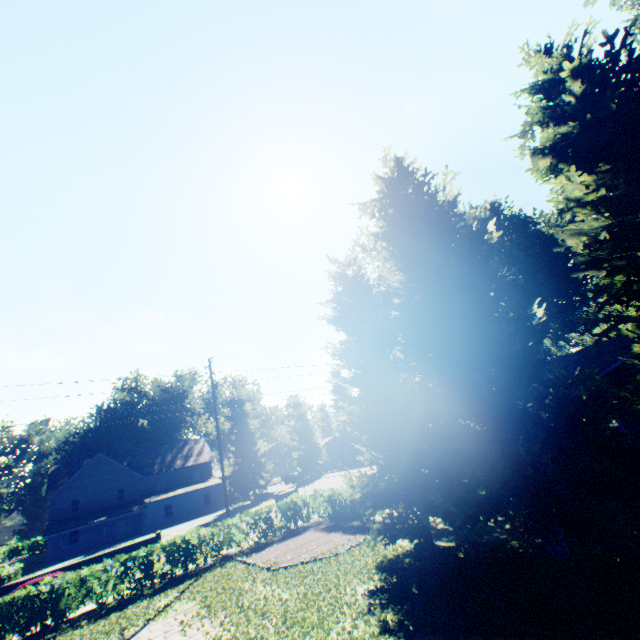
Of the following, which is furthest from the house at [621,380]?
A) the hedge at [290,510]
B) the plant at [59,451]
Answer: the plant at [59,451]

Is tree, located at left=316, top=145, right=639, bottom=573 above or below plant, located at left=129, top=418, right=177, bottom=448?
below

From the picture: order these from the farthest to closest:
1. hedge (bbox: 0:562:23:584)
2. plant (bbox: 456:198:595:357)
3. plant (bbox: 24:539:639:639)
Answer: plant (bbox: 456:198:595:357) < hedge (bbox: 0:562:23:584) < plant (bbox: 24:539:639:639)

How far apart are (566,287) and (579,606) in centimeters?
2835cm

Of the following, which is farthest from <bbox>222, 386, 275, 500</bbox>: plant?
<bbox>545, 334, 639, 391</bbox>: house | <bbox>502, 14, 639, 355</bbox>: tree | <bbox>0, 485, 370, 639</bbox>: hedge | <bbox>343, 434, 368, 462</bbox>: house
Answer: <bbox>545, 334, 639, 391</bbox>: house

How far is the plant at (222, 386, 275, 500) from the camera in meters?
43.6 m

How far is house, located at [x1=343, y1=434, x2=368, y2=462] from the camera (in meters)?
58.22

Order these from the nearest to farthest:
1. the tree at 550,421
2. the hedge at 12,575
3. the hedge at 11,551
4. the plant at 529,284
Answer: the tree at 550,421 → the hedge at 12,575 → the plant at 529,284 → the hedge at 11,551
